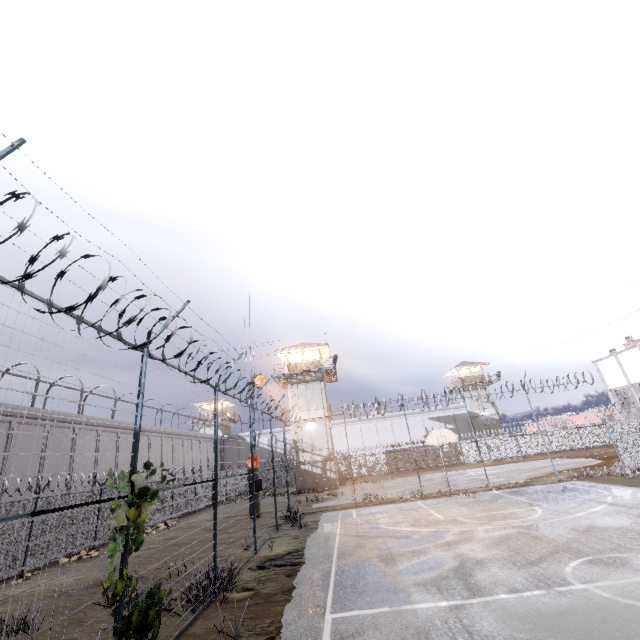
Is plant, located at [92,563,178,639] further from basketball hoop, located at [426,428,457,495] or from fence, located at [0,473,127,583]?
basketball hoop, located at [426,428,457,495]

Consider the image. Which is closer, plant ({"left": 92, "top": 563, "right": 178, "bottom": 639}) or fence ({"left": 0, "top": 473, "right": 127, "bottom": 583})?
fence ({"left": 0, "top": 473, "right": 127, "bottom": 583})

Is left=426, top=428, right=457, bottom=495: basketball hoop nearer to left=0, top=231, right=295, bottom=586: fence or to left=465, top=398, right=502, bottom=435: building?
left=0, top=231, right=295, bottom=586: fence

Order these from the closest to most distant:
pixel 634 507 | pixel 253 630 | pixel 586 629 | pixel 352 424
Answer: pixel 586 629
pixel 253 630
pixel 634 507
pixel 352 424

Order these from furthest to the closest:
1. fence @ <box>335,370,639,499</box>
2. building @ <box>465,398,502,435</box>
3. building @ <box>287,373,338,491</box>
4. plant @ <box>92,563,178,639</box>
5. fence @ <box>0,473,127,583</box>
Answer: building @ <box>465,398,502,435</box>, building @ <box>287,373,338,491</box>, fence @ <box>335,370,639,499</box>, plant @ <box>92,563,178,639</box>, fence @ <box>0,473,127,583</box>

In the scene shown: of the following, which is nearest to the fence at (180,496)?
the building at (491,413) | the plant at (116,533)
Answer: the plant at (116,533)

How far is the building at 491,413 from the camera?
49.58m

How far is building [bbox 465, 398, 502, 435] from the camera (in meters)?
49.58
